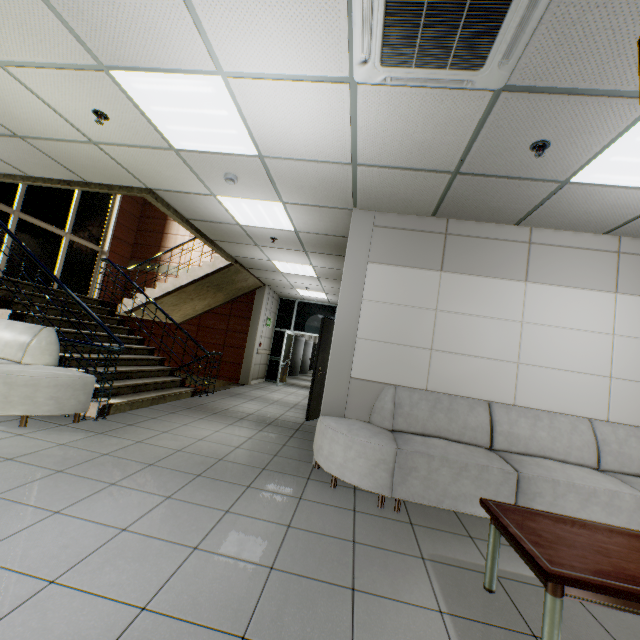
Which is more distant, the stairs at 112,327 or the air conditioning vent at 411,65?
the stairs at 112,327

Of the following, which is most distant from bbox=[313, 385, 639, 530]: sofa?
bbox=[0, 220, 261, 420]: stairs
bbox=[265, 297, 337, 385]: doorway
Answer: bbox=[265, 297, 337, 385]: doorway

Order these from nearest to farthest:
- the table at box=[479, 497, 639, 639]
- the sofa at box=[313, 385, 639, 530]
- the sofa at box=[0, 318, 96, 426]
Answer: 1. the table at box=[479, 497, 639, 639]
2. the sofa at box=[313, 385, 639, 530]
3. the sofa at box=[0, 318, 96, 426]

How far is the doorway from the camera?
11.7 meters

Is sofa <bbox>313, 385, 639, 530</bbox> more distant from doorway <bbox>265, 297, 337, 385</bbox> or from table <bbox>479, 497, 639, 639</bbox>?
doorway <bbox>265, 297, 337, 385</bbox>

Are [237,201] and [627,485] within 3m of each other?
no

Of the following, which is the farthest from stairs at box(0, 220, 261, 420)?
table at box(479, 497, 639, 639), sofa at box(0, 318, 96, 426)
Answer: table at box(479, 497, 639, 639)

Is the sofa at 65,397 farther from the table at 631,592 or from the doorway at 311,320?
the doorway at 311,320
